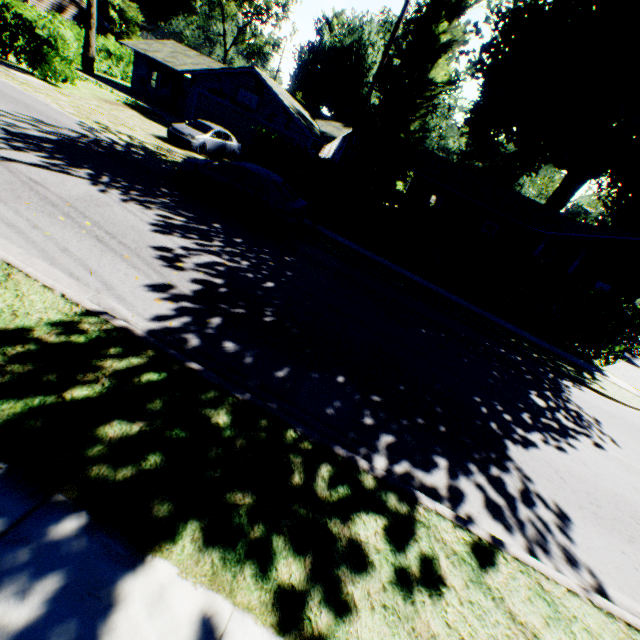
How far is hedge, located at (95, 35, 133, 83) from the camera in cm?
3278

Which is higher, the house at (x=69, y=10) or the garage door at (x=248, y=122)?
the house at (x=69, y=10)

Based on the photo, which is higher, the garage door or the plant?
the plant

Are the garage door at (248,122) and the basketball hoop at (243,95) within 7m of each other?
yes

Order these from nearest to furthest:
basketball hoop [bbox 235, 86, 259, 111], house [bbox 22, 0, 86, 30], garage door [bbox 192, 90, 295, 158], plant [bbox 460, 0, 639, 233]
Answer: plant [bbox 460, 0, 639, 233], basketball hoop [bbox 235, 86, 259, 111], garage door [bbox 192, 90, 295, 158], house [bbox 22, 0, 86, 30]

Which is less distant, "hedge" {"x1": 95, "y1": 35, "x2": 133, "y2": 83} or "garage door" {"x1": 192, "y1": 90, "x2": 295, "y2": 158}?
"garage door" {"x1": 192, "y1": 90, "x2": 295, "y2": 158}

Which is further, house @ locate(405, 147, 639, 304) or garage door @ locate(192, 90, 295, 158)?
garage door @ locate(192, 90, 295, 158)

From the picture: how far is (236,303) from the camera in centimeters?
656cm
